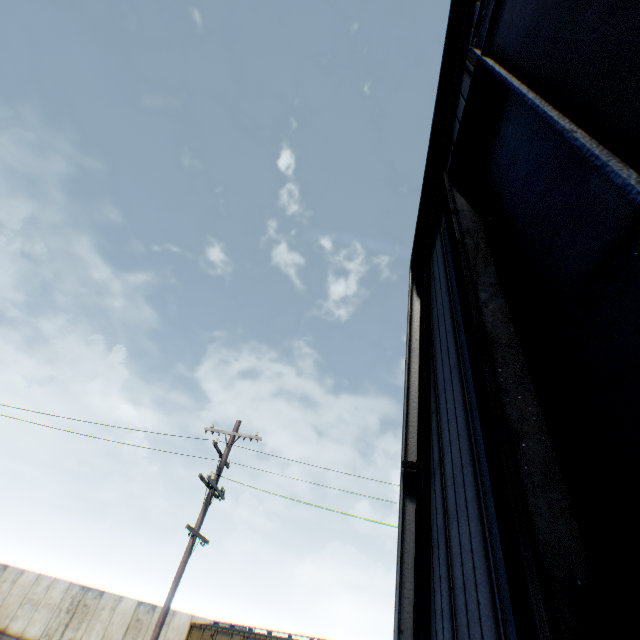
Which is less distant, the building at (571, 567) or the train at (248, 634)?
the building at (571, 567)

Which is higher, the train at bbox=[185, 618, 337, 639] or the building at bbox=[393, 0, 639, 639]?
the building at bbox=[393, 0, 639, 639]

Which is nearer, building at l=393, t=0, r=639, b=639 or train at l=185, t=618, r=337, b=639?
building at l=393, t=0, r=639, b=639

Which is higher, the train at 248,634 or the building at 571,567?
the building at 571,567

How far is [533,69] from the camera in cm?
277
